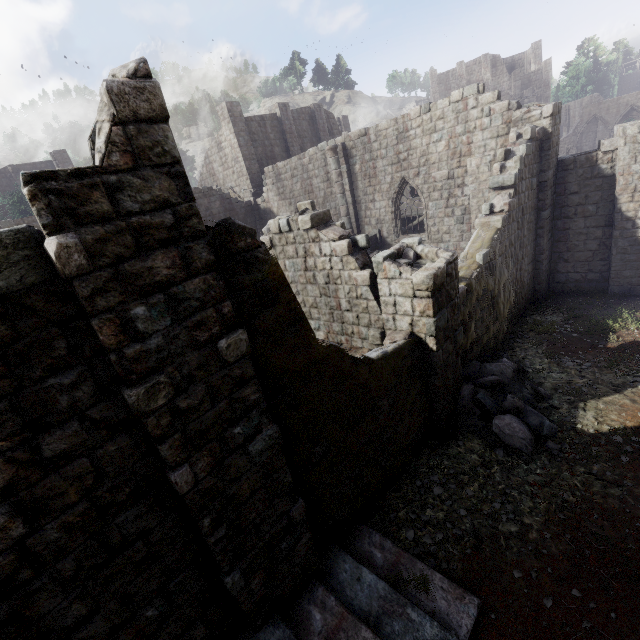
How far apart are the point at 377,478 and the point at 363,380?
2.3m

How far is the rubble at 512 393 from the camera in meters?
7.5 m

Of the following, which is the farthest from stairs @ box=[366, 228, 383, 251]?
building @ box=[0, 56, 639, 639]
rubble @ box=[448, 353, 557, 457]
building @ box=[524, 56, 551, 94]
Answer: building @ box=[524, 56, 551, 94]

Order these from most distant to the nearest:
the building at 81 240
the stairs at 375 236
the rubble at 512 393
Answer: the stairs at 375 236 < the rubble at 512 393 < the building at 81 240

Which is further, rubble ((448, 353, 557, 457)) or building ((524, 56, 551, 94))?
building ((524, 56, 551, 94))

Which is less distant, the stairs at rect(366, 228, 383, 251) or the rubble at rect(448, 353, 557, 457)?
the rubble at rect(448, 353, 557, 457)

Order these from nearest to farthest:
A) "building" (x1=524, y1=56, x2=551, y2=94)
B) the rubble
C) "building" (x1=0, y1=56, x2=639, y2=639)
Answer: "building" (x1=0, y1=56, x2=639, y2=639)
the rubble
"building" (x1=524, y1=56, x2=551, y2=94)
